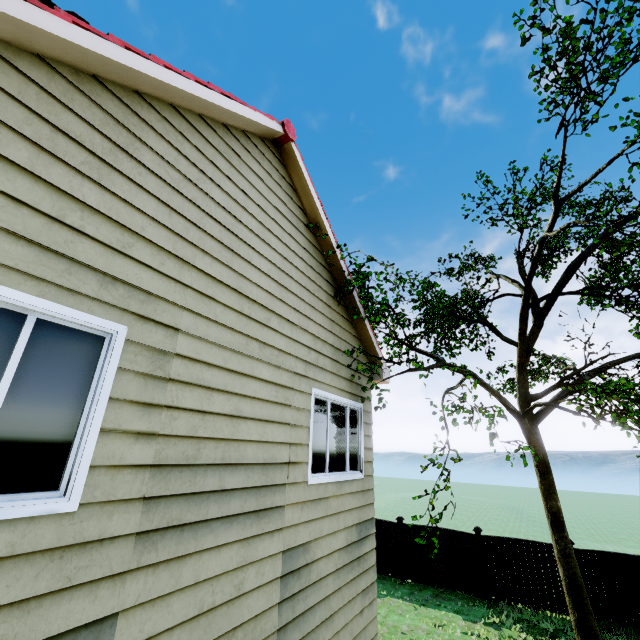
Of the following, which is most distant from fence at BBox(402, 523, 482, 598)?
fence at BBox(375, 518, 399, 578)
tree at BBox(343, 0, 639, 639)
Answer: tree at BBox(343, 0, 639, 639)

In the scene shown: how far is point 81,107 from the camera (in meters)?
2.78

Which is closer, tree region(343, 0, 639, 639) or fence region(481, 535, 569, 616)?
tree region(343, 0, 639, 639)

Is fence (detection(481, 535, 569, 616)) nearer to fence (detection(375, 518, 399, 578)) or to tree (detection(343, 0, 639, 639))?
fence (detection(375, 518, 399, 578))

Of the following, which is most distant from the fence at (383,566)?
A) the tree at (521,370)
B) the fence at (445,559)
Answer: the tree at (521,370)

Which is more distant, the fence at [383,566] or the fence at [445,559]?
the fence at [383,566]

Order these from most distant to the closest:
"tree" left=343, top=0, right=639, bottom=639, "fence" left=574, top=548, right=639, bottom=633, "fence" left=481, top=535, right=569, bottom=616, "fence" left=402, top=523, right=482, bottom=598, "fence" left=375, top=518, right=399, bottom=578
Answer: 1. "fence" left=375, top=518, right=399, bottom=578
2. "fence" left=402, top=523, right=482, bottom=598
3. "fence" left=481, top=535, right=569, bottom=616
4. "fence" left=574, top=548, right=639, bottom=633
5. "tree" left=343, top=0, right=639, bottom=639
